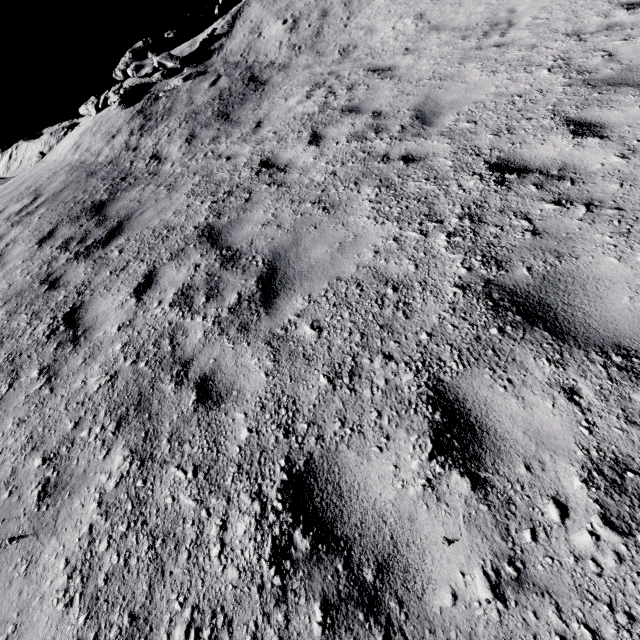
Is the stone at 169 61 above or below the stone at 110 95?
above

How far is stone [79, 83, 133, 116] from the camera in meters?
11.7

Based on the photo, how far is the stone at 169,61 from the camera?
11.9 meters

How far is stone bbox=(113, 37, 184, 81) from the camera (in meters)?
11.91

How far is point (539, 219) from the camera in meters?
3.1 m

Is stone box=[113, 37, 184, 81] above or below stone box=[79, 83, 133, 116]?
above
